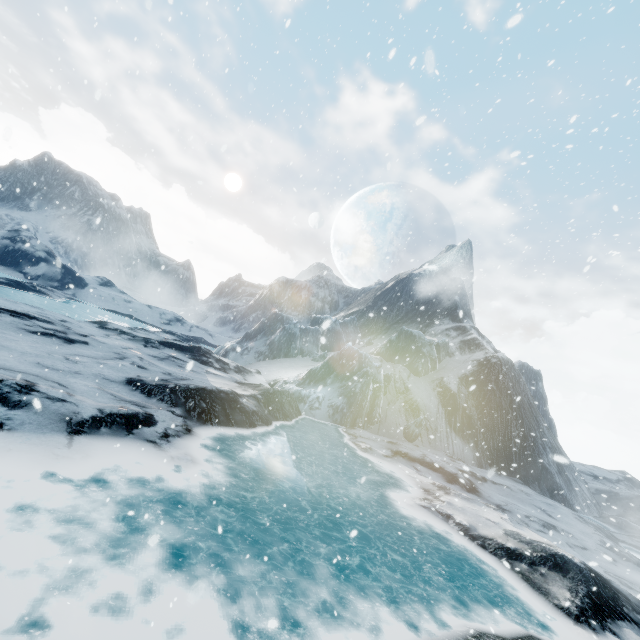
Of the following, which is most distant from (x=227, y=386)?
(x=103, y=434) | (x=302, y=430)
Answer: (x=103, y=434)
